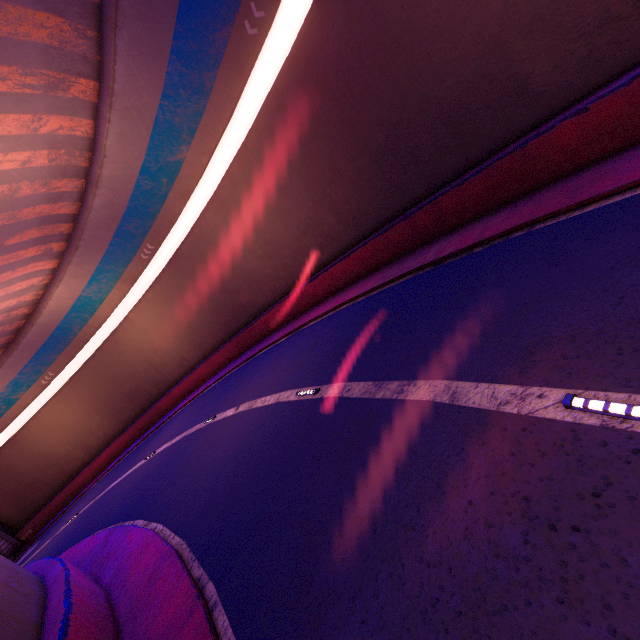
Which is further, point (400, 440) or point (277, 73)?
point (277, 73)
